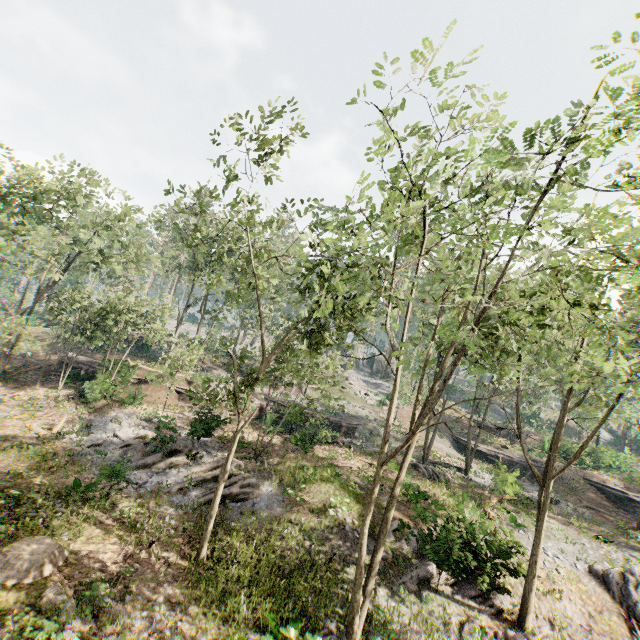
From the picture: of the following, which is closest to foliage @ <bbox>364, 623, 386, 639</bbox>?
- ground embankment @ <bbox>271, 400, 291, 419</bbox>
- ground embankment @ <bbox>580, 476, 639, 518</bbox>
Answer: ground embankment @ <bbox>580, 476, 639, 518</bbox>

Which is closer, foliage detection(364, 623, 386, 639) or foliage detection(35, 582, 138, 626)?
foliage detection(35, 582, 138, 626)

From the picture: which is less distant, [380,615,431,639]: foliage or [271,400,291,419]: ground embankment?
[380,615,431,639]: foliage

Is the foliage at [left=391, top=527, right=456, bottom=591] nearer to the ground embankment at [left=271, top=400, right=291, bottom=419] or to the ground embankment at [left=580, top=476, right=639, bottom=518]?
the ground embankment at [left=580, top=476, right=639, bottom=518]

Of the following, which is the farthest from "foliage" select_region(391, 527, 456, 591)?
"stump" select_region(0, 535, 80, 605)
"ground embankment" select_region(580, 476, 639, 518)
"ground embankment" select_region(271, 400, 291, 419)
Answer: "stump" select_region(0, 535, 80, 605)

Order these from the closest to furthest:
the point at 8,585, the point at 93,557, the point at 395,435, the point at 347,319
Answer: the point at 8,585 → the point at 93,557 → the point at 347,319 → the point at 395,435

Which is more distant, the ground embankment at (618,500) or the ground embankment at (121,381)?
the ground embankment at (618,500)

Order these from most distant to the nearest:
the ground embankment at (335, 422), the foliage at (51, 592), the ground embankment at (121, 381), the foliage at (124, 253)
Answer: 1. the ground embankment at (335, 422)
2. the ground embankment at (121, 381)
3. the foliage at (51, 592)
4. the foliage at (124, 253)
